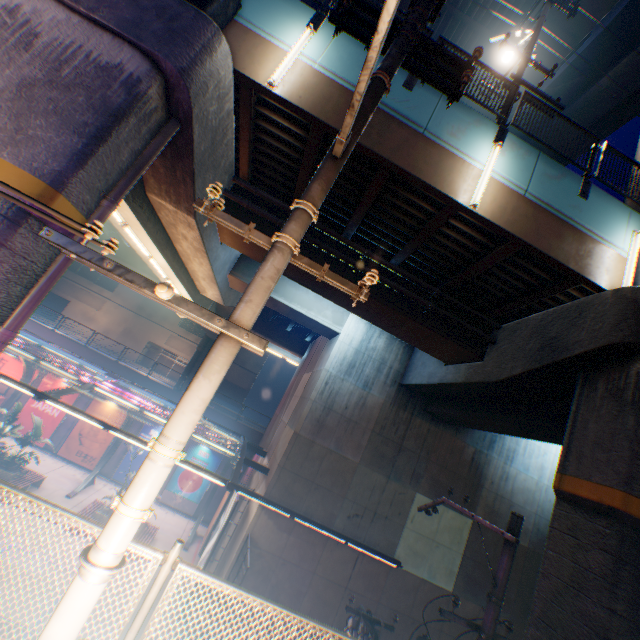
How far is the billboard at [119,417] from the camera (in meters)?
22.73

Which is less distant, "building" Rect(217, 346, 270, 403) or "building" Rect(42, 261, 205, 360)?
Result: "building" Rect(42, 261, 205, 360)

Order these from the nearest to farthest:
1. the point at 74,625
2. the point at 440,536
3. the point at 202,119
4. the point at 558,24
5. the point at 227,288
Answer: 1. the point at 74,625
2. the point at 202,119
3. the point at 440,536
4. the point at 558,24
5. the point at 227,288

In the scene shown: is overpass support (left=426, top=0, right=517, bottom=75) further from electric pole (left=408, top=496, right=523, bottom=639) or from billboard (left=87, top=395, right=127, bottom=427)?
billboard (left=87, top=395, right=127, bottom=427)

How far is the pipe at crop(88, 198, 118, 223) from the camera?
5.6 meters

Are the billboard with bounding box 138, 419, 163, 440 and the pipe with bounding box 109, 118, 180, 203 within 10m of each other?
no

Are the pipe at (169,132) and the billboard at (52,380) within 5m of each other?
no

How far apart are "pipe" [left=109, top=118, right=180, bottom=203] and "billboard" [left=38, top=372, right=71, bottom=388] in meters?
21.3
